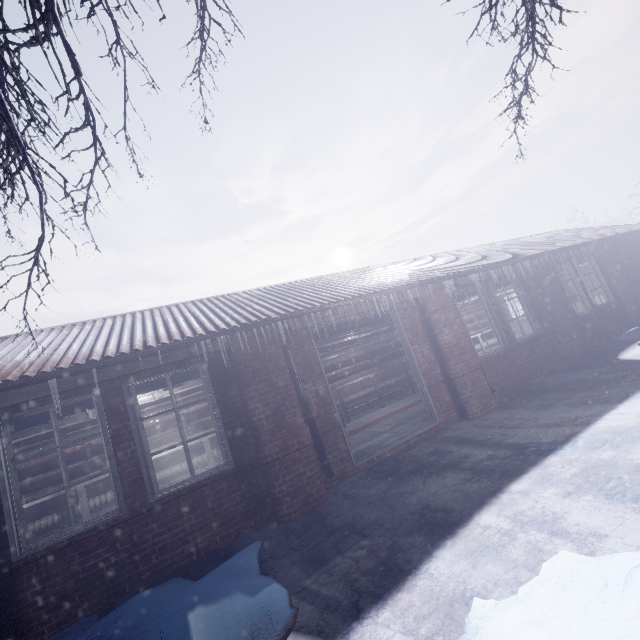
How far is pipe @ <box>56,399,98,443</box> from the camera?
3.81m

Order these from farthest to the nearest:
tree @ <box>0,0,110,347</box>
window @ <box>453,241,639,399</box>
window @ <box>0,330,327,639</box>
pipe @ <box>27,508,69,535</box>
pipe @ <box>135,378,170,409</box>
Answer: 1. window @ <box>453,241,639,399</box>
2. pipe @ <box>27,508,69,535</box>
3. pipe @ <box>135,378,170,409</box>
4. window @ <box>0,330,327,639</box>
5. tree @ <box>0,0,110,347</box>

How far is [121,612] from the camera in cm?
265

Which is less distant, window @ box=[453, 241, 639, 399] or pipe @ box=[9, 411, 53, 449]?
pipe @ box=[9, 411, 53, 449]

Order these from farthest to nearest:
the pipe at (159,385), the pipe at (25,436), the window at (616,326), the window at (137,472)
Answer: the window at (616,326) < the pipe at (159,385) < the pipe at (25,436) < the window at (137,472)

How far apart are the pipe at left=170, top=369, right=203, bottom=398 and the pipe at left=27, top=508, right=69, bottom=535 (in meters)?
1.38

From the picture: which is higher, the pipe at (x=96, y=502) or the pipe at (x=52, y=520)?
the pipe at (x=96, y=502)

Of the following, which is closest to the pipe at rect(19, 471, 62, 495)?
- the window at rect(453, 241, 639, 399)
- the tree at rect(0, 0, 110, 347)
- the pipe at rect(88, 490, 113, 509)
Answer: the pipe at rect(88, 490, 113, 509)
